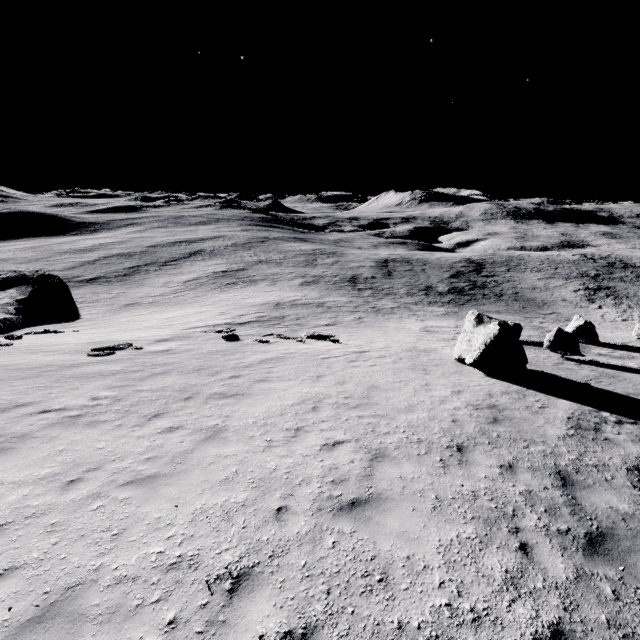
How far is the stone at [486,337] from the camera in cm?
1307

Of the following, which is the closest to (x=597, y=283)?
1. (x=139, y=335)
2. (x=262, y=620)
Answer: (x=139, y=335)

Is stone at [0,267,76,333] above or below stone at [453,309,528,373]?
below

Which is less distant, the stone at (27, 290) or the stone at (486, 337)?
the stone at (486, 337)

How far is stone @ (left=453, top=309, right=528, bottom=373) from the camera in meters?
13.1 m

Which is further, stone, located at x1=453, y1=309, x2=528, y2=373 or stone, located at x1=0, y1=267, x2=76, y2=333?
stone, located at x1=0, y1=267, x2=76, y2=333
